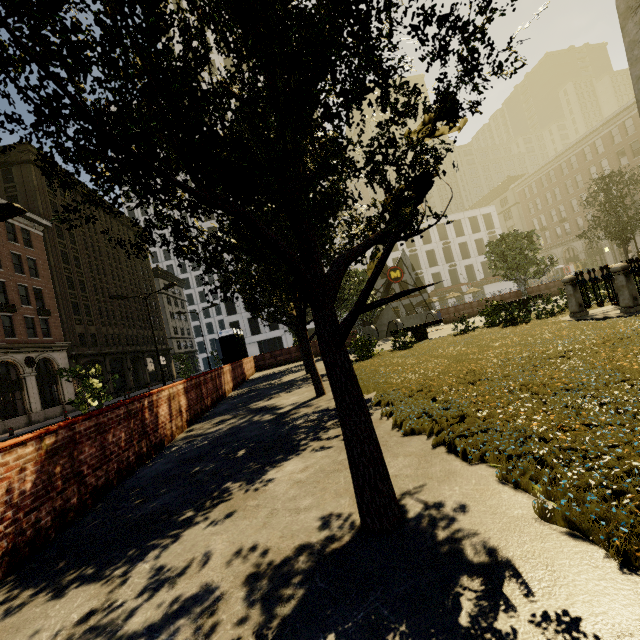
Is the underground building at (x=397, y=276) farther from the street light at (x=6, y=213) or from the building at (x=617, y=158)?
the building at (x=617, y=158)

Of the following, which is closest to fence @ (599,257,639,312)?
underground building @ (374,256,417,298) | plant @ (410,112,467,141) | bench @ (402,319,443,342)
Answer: bench @ (402,319,443,342)

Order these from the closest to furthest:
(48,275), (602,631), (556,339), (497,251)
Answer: (602,631) < (556,339) < (497,251) < (48,275)

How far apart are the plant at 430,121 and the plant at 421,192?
0.7 meters

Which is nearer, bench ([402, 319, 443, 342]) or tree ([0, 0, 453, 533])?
tree ([0, 0, 453, 533])

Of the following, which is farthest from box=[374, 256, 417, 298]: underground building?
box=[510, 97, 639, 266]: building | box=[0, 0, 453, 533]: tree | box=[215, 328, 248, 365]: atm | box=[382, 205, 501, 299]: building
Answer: box=[510, 97, 639, 266]: building

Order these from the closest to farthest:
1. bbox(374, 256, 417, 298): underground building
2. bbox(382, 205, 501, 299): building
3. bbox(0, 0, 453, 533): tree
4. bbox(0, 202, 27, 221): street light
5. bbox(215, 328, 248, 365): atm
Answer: bbox(0, 0, 453, 533): tree → bbox(0, 202, 27, 221): street light → bbox(215, 328, 248, 365): atm → bbox(374, 256, 417, 298): underground building → bbox(382, 205, 501, 299): building

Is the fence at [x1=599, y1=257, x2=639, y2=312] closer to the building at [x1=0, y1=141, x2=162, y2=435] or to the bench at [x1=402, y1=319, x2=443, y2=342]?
the bench at [x1=402, y1=319, x2=443, y2=342]
